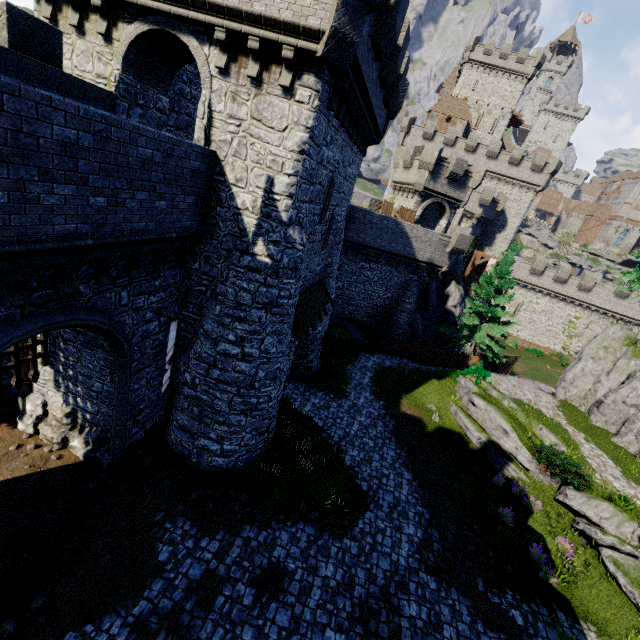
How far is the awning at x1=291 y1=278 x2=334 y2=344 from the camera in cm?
1346

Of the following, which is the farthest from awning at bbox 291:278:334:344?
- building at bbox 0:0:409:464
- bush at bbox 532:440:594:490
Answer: bush at bbox 532:440:594:490

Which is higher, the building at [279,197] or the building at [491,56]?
the building at [491,56]

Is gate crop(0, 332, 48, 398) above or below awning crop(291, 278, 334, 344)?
below

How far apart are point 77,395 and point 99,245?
6.86m

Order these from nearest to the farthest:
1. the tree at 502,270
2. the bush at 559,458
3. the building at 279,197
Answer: the building at 279,197
the bush at 559,458
the tree at 502,270

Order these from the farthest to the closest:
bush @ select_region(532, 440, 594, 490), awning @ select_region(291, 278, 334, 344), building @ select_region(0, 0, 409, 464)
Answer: bush @ select_region(532, 440, 594, 490), awning @ select_region(291, 278, 334, 344), building @ select_region(0, 0, 409, 464)

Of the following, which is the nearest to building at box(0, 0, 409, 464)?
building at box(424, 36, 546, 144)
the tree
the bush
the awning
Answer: the awning
